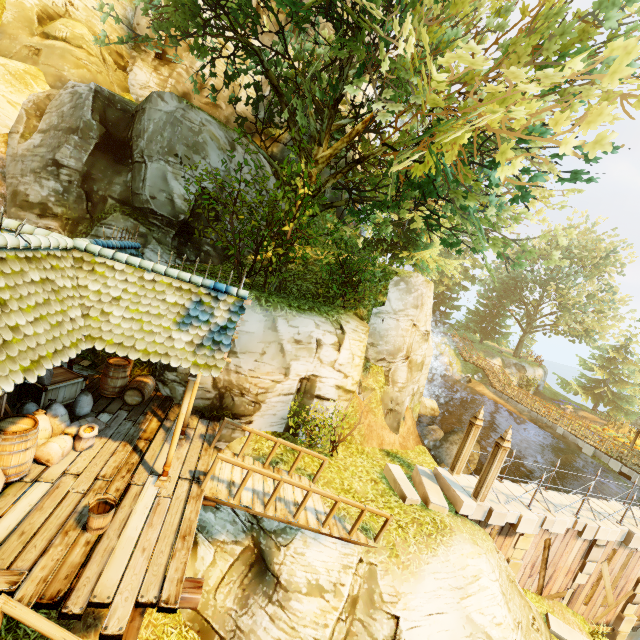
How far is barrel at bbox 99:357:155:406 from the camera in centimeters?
928cm

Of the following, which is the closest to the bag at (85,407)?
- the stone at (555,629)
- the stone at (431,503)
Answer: the stone at (431,503)

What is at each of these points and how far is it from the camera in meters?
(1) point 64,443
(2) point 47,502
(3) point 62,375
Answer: (1) bag, 6.9
(2) wooden platform, 5.8
(3) box, 8.7

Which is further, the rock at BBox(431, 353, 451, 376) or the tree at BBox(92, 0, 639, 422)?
the rock at BBox(431, 353, 451, 376)

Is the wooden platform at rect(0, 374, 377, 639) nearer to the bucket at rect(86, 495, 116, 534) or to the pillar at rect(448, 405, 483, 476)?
the bucket at rect(86, 495, 116, 534)

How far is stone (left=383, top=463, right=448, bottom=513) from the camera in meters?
10.1 m

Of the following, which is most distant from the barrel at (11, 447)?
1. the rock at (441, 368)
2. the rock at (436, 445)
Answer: the rock at (441, 368)

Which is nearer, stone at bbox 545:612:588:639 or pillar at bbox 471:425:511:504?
pillar at bbox 471:425:511:504
